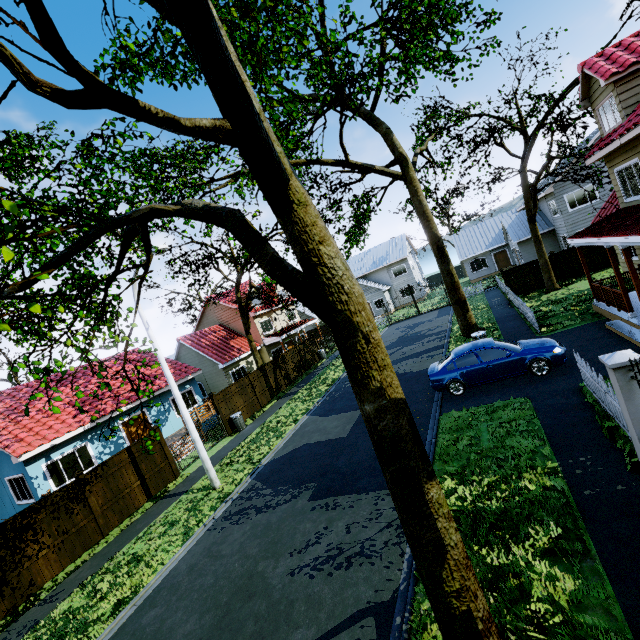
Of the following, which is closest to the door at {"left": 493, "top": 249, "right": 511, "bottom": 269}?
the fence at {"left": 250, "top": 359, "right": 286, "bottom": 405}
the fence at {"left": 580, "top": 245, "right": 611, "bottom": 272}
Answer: the fence at {"left": 580, "top": 245, "right": 611, "bottom": 272}

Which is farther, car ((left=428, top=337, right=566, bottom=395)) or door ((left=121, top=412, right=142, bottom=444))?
door ((left=121, top=412, right=142, bottom=444))

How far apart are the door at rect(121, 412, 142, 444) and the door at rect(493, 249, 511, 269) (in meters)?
38.92

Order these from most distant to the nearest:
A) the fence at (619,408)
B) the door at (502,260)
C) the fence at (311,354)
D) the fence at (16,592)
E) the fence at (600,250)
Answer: the door at (502,260) < the fence at (311,354) < the fence at (600,250) < the fence at (16,592) < the fence at (619,408)

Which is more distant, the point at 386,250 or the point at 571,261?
the point at 386,250

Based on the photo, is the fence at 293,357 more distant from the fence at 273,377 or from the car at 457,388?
the car at 457,388

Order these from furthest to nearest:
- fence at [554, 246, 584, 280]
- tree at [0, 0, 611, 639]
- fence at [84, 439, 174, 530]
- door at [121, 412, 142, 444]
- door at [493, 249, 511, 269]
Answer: door at [493, 249, 511, 269] < fence at [554, 246, 584, 280] < door at [121, 412, 142, 444] < fence at [84, 439, 174, 530] < tree at [0, 0, 611, 639]

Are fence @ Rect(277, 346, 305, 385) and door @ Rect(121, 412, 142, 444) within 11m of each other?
yes
